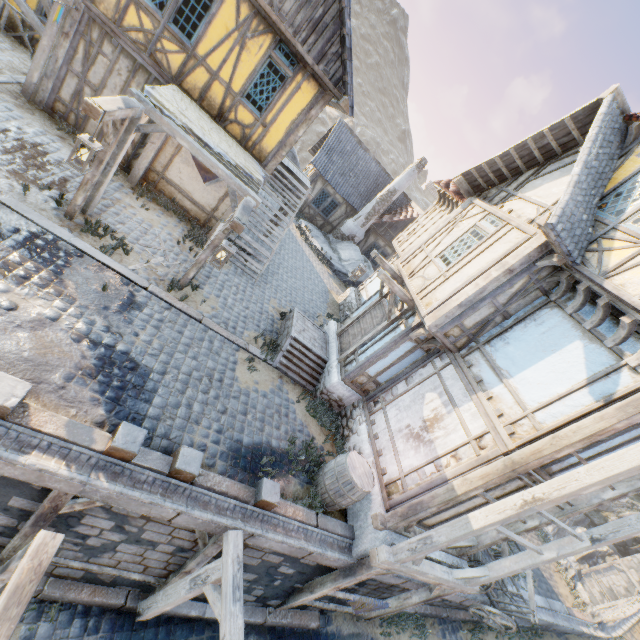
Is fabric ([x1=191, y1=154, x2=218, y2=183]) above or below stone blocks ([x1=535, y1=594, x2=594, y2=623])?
above

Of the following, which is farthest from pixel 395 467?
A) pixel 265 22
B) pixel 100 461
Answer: pixel 265 22

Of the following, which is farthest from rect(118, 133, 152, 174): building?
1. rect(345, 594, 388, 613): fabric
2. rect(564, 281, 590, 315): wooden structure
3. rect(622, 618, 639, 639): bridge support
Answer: rect(622, 618, 639, 639): bridge support

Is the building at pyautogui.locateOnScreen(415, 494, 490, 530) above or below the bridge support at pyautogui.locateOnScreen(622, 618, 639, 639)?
above

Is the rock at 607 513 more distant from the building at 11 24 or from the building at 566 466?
the building at 11 24

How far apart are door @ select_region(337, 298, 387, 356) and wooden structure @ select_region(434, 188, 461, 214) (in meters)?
5.64

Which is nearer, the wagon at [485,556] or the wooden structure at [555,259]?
the wooden structure at [555,259]

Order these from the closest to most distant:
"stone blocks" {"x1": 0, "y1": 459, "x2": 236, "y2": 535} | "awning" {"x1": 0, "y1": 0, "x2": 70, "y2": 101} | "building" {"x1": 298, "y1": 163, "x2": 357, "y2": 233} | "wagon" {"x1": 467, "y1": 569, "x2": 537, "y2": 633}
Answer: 1. "stone blocks" {"x1": 0, "y1": 459, "x2": 236, "y2": 535}
2. "awning" {"x1": 0, "y1": 0, "x2": 70, "y2": 101}
3. "wagon" {"x1": 467, "y1": 569, "x2": 537, "y2": 633}
4. "building" {"x1": 298, "y1": 163, "x2": 357, "y2": 233}
